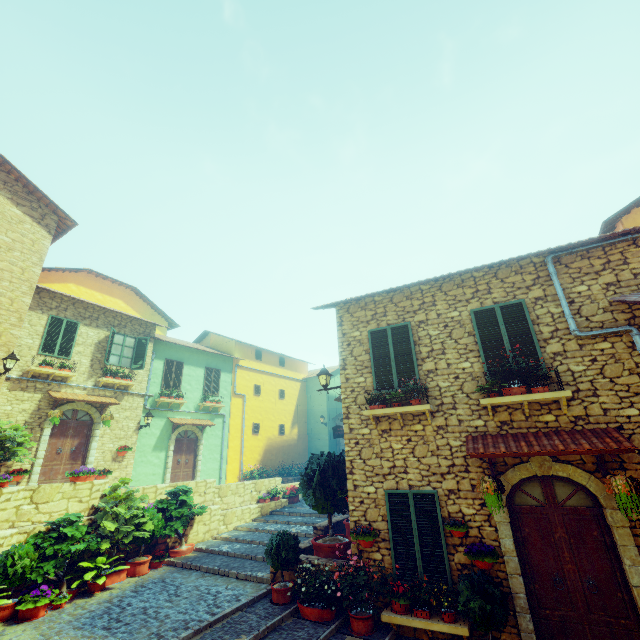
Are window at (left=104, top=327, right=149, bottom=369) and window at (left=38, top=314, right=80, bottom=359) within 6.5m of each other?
yes

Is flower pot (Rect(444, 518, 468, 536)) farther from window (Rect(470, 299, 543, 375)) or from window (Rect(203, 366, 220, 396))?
window (Rect(203, 366, 220, 396))

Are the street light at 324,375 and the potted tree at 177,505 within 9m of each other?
yes

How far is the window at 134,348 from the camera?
14.6 meters

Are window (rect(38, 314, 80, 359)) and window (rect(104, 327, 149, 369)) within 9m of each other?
yes

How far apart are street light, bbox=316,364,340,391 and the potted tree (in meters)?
5.41

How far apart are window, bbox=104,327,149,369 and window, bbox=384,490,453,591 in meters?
12.9

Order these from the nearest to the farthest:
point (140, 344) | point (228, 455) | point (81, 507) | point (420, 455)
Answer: point (420, 455)
point (81, 507)
point (140, 344)
point (228, 455)
